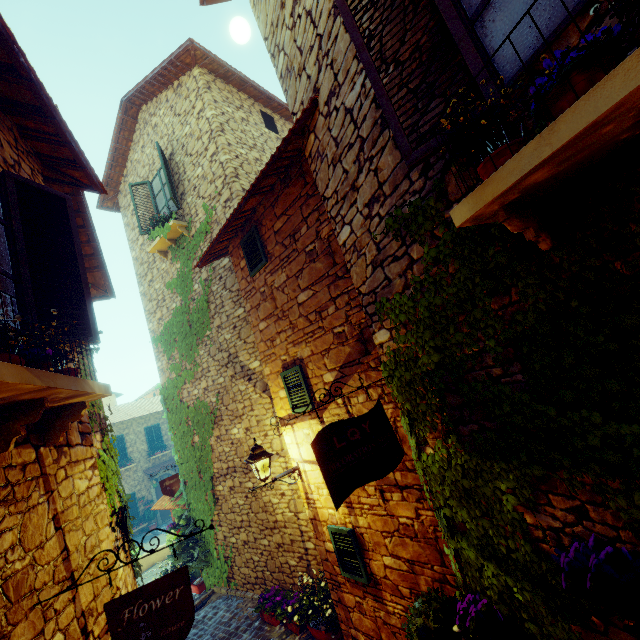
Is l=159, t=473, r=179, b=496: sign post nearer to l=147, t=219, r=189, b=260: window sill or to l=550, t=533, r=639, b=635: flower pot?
l=550, t=533, r=639, b=635: flower pot

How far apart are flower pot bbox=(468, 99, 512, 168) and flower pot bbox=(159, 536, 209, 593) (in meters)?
10.29

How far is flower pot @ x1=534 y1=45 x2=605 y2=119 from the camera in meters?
1.2 m

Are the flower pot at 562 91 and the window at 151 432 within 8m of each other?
no

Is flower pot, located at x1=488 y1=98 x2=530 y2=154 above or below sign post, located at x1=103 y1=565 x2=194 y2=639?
above

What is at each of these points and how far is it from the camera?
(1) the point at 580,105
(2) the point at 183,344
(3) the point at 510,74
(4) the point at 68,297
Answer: (1) window sill, 1.14m
(2) vines, 8.70m
(3) window, 1.75m
(4) window, 3.03m

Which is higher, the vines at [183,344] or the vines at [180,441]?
A: the vines at [183,344]

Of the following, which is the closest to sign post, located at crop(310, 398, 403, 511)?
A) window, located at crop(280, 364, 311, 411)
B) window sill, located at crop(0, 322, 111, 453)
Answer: window, located at crop(280, 364, 311, 411)
